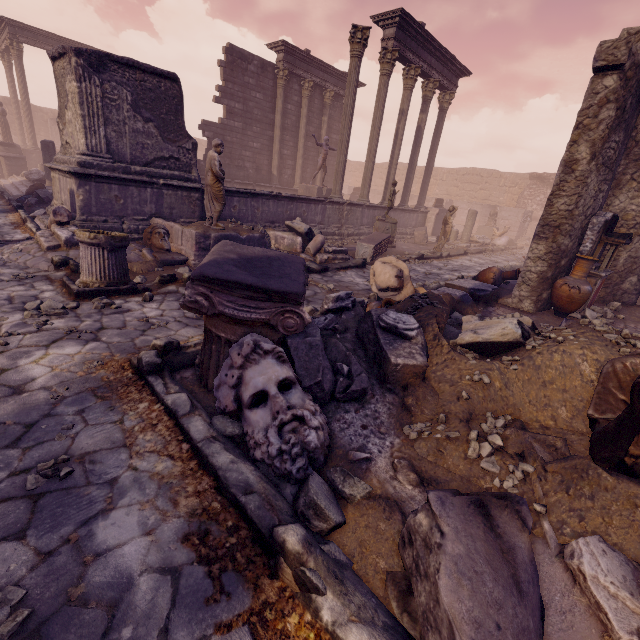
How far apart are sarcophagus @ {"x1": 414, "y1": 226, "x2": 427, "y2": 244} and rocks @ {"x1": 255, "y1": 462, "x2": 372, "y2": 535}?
15.0m

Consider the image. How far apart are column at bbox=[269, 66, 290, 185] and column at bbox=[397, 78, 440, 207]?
6.5 meters

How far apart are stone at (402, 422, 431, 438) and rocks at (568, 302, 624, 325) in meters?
6.6 m

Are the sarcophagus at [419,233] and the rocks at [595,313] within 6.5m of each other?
no

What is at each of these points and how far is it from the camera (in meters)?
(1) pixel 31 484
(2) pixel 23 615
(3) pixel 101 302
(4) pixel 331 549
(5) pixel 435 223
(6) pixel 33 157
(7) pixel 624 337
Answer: (1) stone, 2.04
(2) stone, 1.46
(3) rocks, 4.60
(4) rocks, 1.79
(5) relief sculpture, 18.25
(6) relief sculpture, 19.98
(7) stone, 3.04

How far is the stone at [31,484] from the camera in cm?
205

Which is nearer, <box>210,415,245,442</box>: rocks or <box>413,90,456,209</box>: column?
<box>210,415,245,442</box>: rocks

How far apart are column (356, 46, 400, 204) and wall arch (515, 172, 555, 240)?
18.3 meters
